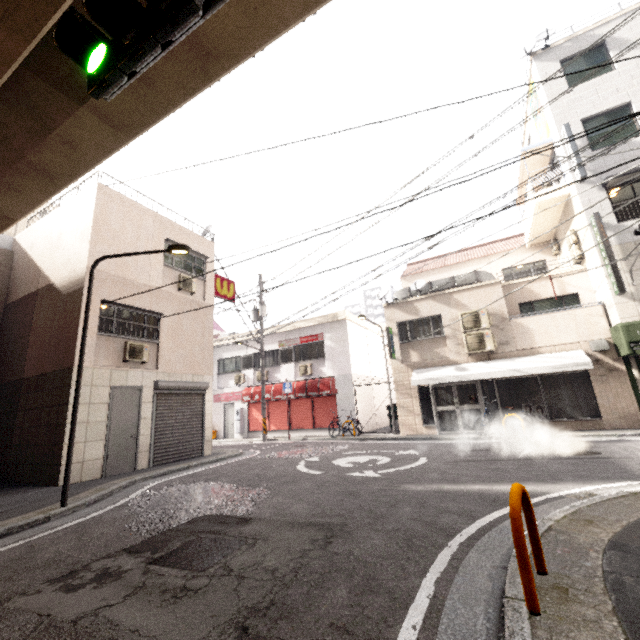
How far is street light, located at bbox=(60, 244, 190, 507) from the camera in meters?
6.0 m

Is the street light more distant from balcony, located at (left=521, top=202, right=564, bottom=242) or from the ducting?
balcony, located at (left=521, top=202, right=564, bottom=242)

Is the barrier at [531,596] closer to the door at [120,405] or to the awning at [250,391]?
the door at [120,405]

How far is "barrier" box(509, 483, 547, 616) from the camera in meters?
2.1

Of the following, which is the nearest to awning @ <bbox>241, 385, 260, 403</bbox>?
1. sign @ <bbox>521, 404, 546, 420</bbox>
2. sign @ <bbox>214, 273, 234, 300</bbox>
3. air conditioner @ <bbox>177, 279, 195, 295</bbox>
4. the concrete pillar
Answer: sign @ <bbox>214, 273, 234, 300</bbox>

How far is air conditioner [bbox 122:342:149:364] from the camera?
10.0m

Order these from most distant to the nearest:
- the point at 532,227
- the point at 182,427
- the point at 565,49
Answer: the point at 532,227 < the point at 565,49 < the point at 182,427

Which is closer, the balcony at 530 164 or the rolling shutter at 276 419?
the balcony at 530 164
